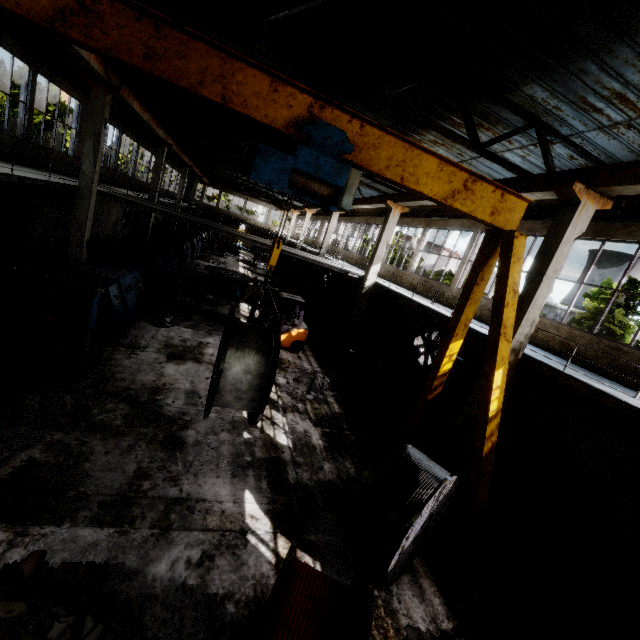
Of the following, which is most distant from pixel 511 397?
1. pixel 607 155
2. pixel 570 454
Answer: pixel 607 155

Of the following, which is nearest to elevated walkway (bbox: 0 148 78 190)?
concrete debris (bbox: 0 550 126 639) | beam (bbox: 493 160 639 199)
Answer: beam (bbox: 493 160 639 199)

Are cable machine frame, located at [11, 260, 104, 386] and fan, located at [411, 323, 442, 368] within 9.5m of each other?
no

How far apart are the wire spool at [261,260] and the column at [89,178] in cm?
2280

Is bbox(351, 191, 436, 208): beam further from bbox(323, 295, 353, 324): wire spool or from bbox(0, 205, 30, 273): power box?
bbox(0, 205, 30, 273): power box

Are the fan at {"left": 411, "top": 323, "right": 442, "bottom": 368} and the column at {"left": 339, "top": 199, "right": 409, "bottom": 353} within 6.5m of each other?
yes

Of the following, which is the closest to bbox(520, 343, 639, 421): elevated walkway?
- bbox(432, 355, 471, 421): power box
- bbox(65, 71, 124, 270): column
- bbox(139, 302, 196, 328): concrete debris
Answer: bbox(65, 71, 124, 270): column

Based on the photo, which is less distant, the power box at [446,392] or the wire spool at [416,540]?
the wire spool at [416,540]
